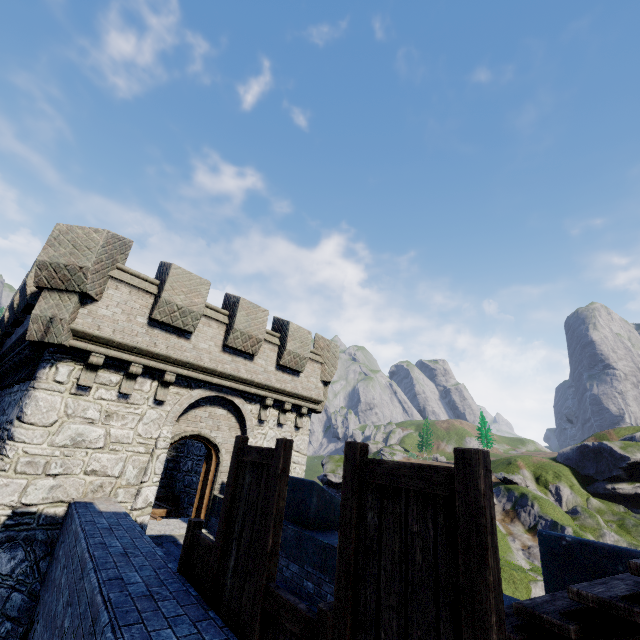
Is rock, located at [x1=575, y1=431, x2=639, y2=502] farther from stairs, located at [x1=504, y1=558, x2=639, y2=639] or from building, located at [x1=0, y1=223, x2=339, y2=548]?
stairs, located at [x1=504, y1=558, x2=639, y2=639]

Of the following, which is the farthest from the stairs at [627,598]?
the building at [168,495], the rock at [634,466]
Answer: the rock at [634,466]

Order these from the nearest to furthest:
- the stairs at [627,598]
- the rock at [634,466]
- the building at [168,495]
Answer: the stairs at [627,598], the building at [168,495], the rock at [634,466]

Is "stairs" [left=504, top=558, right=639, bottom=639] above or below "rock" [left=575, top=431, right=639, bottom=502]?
below

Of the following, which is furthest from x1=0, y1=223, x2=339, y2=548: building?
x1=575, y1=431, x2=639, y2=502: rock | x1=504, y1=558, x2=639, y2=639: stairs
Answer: x1=575, y1=431, x2=639, y2=502: rock

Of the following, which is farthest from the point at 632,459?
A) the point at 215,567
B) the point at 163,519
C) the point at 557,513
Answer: the point at 215,567

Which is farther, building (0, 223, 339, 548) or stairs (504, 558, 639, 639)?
building (0, 223, 339, 548)
